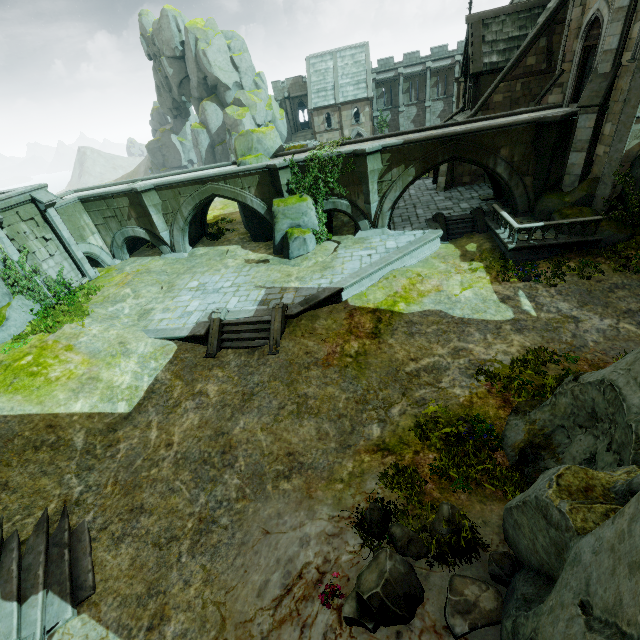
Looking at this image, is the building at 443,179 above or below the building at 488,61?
below

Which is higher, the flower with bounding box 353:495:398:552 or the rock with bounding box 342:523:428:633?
the rock with bounding box 342:523:428:633

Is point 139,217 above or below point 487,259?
above

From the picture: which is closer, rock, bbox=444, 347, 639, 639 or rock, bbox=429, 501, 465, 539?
rock, bbox=444, 347, 639, 639

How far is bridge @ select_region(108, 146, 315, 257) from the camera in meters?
19.4 m

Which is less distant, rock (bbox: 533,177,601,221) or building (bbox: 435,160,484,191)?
rock (bbox: 533,177,601,221)

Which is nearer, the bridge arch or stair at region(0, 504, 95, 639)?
stair at region(0, 504, 95, 639)

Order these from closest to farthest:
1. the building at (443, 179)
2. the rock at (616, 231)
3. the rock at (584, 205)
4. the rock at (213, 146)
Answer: the rock at (616, 231) < the rock at (584, 205) < the rock at (213, 146) < the building at (443, 179)
